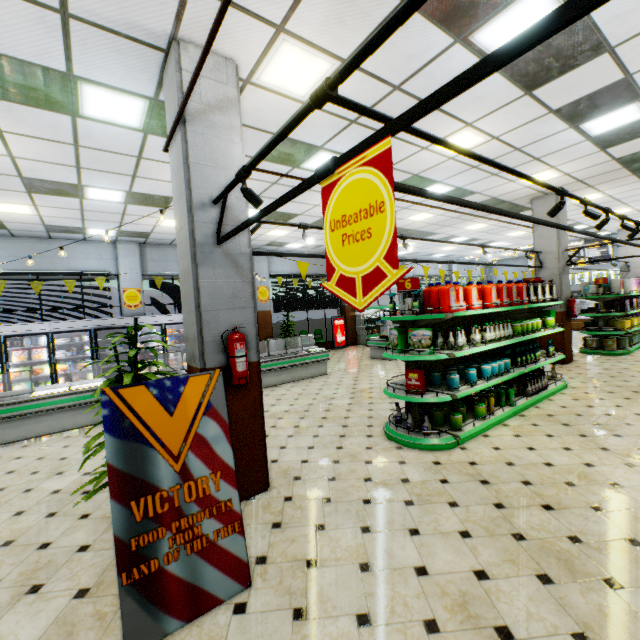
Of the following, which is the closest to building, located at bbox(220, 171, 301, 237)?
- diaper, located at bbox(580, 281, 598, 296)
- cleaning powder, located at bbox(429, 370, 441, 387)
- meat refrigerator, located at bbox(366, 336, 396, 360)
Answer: meat refrigerator, located at bbox(366, 336, 396, 360)

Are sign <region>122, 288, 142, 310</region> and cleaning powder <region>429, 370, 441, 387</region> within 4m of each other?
no

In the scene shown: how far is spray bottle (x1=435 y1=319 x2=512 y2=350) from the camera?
4.94m

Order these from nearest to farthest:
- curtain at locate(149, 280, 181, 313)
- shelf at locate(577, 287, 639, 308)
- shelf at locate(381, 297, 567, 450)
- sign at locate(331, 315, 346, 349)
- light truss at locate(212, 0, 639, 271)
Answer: light truss at locate(212, 0, 639, 271) < shelf at locate(381, 297, 567, 450) < shelf at locate(577, 287, 639, 308) < curtain at locate(149, 280, 181, 313) < sign at locate(331, 315, 346, 349)

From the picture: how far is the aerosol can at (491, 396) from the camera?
5.3 meters

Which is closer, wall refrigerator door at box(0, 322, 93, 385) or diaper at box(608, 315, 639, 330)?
wall refrigerator door at box(0, 322, 93, 385)

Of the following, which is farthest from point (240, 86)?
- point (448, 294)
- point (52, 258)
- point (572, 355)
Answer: point (572, 355)

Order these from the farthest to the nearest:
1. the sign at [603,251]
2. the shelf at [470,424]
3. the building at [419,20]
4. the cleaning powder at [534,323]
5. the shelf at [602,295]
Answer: the sign at [603,251], the shelf at [602,295], the cleaning powder at [534,323], the shelf at [470,424], the building at [419,20]
